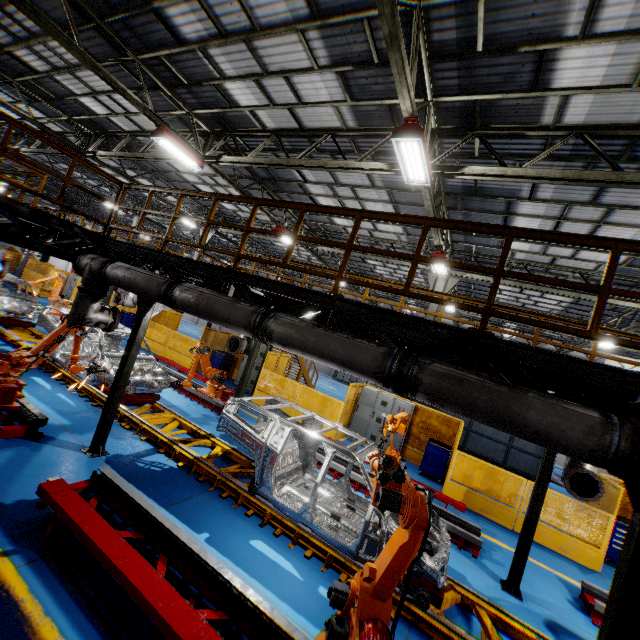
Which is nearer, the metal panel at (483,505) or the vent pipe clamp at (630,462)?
the vent pipe clamp at (630,462)

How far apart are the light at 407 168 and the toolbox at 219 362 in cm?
1188

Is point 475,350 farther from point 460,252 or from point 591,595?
point 460,252

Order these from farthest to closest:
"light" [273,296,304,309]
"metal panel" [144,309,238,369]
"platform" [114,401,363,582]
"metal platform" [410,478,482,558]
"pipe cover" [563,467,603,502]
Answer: "metal panel" [144,309,238,369], "metal platform" [410,478,482,558], "light" [273,296,304,309], "pipe cover" [563,467,603,502], "platform" [114,401,363,582]

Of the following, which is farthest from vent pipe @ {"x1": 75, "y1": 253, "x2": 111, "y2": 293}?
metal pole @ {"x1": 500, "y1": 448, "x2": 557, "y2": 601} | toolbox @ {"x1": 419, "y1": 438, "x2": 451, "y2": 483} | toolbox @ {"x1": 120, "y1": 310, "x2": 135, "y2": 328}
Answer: toolbox @ {"x1": 120, "y1": 310, "x2": 135, "y2": 328}

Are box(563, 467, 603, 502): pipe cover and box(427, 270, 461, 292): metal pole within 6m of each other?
no

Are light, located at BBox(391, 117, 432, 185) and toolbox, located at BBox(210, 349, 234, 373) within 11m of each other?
no

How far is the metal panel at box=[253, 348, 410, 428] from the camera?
12.24m
